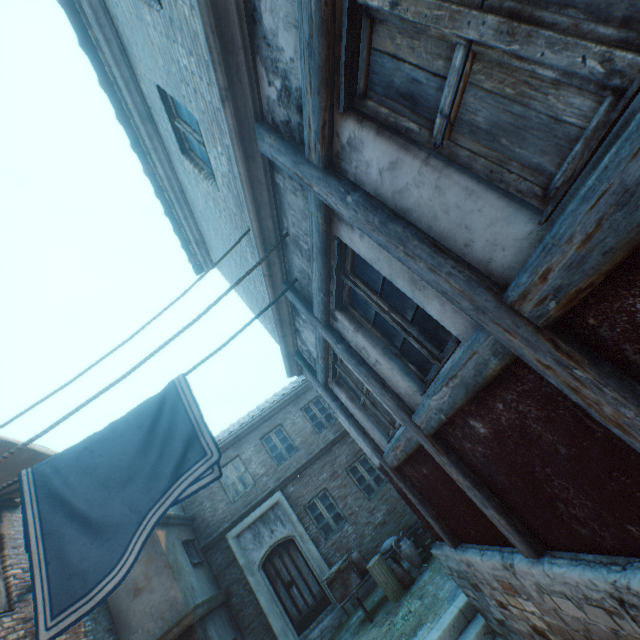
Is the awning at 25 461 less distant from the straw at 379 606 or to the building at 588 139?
the building at 588 139

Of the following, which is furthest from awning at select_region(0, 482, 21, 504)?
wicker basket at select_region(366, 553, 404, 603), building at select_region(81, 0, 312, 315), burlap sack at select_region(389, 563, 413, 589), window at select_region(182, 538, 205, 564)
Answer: burlap sack at select_region(389, 563, 413, 589)

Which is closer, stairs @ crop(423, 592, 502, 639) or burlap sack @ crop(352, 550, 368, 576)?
stairs @ crop(423, 592, 502, 639)

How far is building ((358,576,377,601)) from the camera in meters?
10.1

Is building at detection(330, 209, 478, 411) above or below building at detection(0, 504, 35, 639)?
below

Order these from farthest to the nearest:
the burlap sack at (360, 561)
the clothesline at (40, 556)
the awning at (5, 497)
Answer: A: the burlap sack at (360, 561) → the awning at (5, 497) → the clothesline at (40, 556)

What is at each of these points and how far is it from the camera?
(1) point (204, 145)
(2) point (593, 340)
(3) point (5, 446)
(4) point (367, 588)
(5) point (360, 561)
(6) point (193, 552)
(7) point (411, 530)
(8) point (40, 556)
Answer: (1) building, 4.20m
(2) building, 1.41m
(3) awning, 4.96m
(4) building, 10.21m
(5) burlap sack, 8.69m
(6) window, 10.05m
(7) wooden crate, 8.89m
(8) clothesline, 2.72m

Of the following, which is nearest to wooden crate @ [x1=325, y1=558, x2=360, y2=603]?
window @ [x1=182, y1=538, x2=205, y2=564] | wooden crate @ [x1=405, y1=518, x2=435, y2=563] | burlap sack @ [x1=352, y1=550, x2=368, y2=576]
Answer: burlap sack @ [x1=352, y1=550, x2=368, y2=576]
